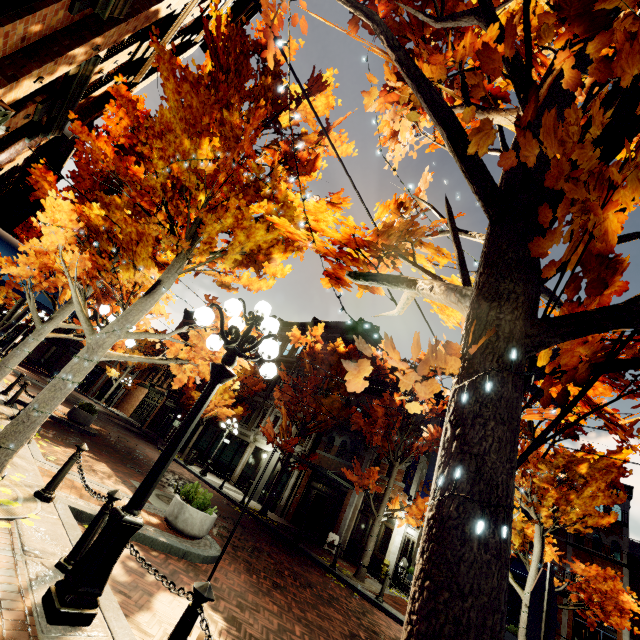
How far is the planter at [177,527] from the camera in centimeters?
658cm

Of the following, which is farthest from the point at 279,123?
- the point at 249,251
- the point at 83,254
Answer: the point at 83,254

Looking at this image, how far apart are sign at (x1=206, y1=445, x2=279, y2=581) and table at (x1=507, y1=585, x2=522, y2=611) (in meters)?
16.80

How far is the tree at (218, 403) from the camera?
6.6m

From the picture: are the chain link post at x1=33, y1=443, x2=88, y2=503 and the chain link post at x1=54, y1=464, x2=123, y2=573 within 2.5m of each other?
yes

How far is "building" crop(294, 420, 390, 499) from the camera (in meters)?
17.99

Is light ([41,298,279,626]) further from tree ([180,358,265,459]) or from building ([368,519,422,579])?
building ([368,519,422,579])

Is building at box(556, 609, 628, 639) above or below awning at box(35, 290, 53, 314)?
below
